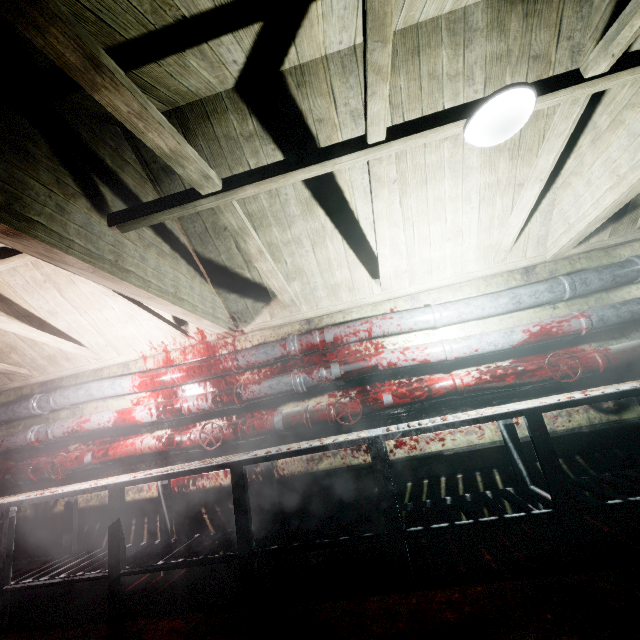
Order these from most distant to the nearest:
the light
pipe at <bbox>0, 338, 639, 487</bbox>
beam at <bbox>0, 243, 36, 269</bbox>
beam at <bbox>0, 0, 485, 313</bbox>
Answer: Answer: pipe at <bbox>0, 338, 639, 487</bbox> → beam at <bbox>0, 243, 36, 269</bbox> → the light → beam at <bbox>0, 0, 485, 313</bbox>

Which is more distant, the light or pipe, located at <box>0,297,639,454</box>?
pipe, located at <box>0,297,639,454</box>

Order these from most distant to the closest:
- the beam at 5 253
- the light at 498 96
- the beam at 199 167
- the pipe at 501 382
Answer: the pipe at 501 382
the beam at 5 253
the light at 498 96
the beam at 199 167

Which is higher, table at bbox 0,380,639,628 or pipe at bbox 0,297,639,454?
pipe at bbox 0,297,639,454

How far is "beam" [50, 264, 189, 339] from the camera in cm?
233

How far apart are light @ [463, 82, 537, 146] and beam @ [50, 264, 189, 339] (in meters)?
2.25

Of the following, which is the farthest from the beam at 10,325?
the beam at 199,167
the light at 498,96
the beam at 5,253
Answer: the light at 498,96

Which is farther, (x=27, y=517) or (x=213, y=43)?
(x=27, y=517)
